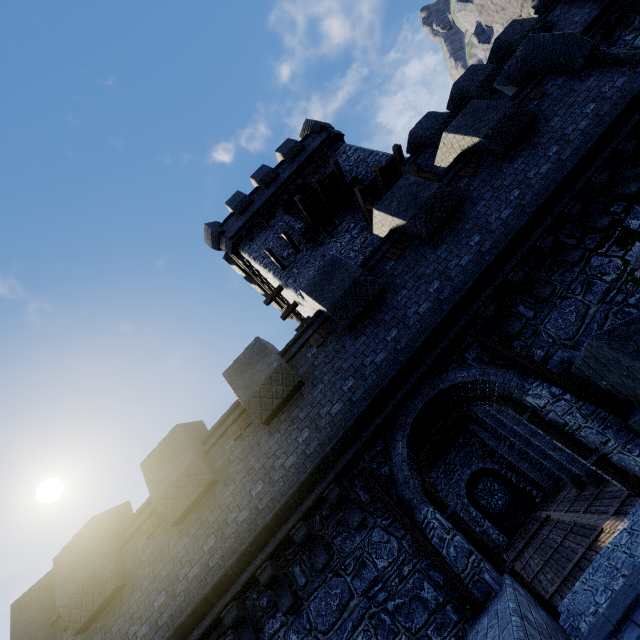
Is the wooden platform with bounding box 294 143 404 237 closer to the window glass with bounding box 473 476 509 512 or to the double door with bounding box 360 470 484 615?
the double door with bounding box 360 470 484 615

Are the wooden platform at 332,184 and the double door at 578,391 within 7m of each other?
no

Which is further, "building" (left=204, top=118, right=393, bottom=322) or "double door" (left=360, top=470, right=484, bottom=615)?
"building" (left=204, top=118, right=393, bottom=322)

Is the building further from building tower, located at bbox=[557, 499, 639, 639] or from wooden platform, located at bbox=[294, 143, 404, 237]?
building tower, located at bbox=[557, 499, 639, 639]

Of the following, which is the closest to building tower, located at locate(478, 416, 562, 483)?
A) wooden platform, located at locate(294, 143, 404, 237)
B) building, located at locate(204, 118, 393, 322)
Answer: building, located at locate(204, 118, 393, 322)

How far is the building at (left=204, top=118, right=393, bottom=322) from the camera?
16.72m

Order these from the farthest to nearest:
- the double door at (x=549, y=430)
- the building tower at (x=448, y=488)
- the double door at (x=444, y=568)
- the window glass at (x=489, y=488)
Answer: the window glass at (x=489, y=488) → the building tower at (x=448, y=488) → the double door at (x=549, y=430) → the double door at (x=444, y=568)

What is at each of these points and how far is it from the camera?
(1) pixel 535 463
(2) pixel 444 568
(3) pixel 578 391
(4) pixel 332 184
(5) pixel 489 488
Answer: (1) building tower, 19.7m
(2) double door, 5.3m
(3) double door, 5.6m
(4) wooden platform, 17.2m
(5) window glass, 21.0m
